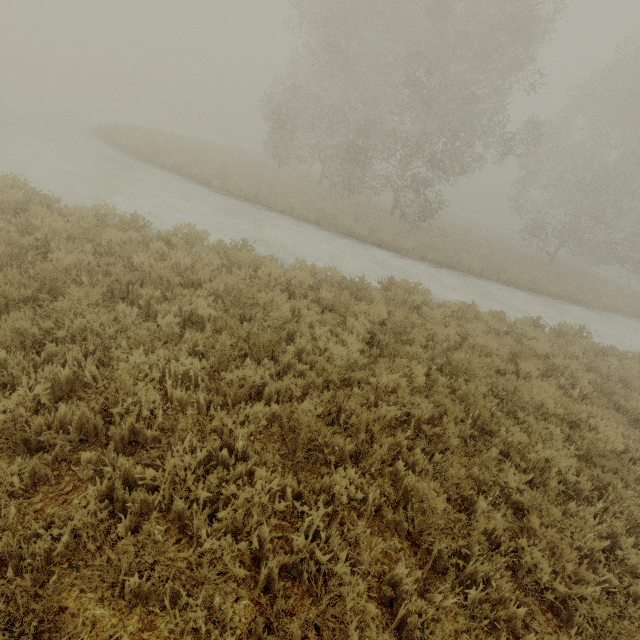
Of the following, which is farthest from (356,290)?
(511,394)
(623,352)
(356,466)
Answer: (623,352)
